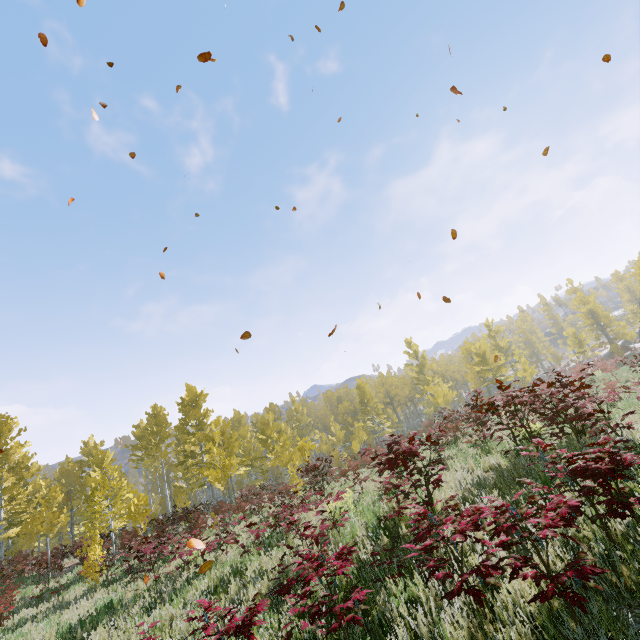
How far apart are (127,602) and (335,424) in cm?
3184
